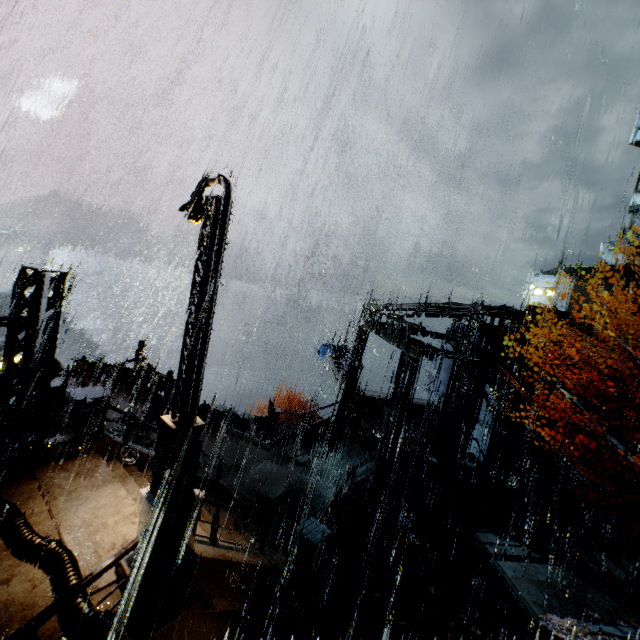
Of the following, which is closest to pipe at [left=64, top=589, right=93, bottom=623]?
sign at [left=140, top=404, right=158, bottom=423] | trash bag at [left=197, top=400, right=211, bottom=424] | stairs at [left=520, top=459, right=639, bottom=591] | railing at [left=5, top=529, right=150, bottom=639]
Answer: railing at [left=5, top=529, right=150, bottom=639]

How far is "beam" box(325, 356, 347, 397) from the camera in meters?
23.6

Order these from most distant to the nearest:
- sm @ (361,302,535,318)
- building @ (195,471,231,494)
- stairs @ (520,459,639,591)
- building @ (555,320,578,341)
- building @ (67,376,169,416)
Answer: building @ (67,376,169,416)
building @ (555,320,578,341)
sm @ (361,302,535,318)
stairs @ (520,459,639,591)
building @ (195,471,231,494)

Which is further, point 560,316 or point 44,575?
point 560,316

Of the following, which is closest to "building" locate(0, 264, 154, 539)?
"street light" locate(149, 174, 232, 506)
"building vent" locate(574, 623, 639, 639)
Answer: "street light" locate(149, 174, 232, 506)

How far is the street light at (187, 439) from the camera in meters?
5.4

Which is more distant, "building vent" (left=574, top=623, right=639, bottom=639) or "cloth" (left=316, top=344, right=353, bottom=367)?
"cloth" (left=316, top=344, right=353, bottom=367)

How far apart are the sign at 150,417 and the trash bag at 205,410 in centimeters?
175cm
